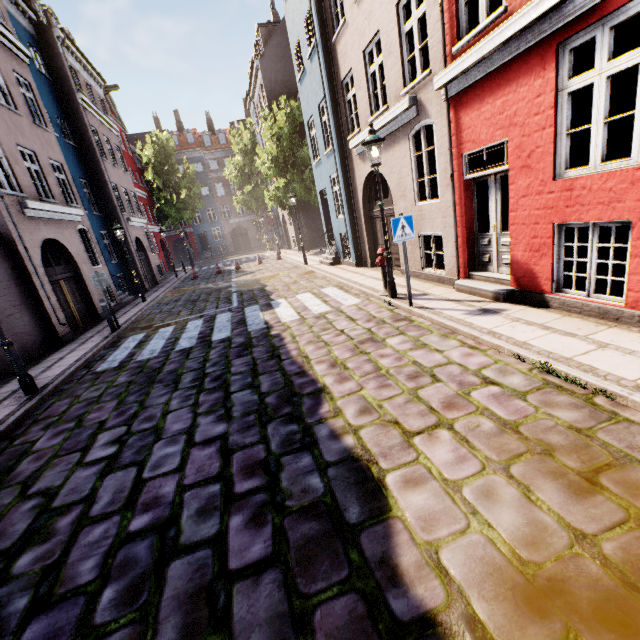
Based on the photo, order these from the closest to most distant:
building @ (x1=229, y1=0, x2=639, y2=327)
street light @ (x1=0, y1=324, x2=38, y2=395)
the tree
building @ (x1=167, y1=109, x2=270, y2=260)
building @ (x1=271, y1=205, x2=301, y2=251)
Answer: building @ (x1=229, y1=0, x2=639, y2=327) → street light @ (x1=0, y1=324, x2=38, y2=395) → the tree → building @ (x1=271, y1=205, x2=301, y2=251) → building @ (x1=167, y1=109, x2=270, y2=260)

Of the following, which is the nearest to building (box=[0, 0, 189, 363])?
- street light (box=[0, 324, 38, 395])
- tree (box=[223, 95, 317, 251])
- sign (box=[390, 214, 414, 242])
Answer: street light (box=[0, 324, 38, 395])

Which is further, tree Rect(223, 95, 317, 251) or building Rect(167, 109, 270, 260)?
building Rect(167, 109, 270, 260)

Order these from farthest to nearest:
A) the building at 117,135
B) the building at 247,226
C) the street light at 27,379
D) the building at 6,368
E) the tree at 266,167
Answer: the building at 247,226 < the tree at 266,167 < the building at 117,135 < the building at 6,368 < the street light at 27,379

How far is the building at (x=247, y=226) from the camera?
42.4m

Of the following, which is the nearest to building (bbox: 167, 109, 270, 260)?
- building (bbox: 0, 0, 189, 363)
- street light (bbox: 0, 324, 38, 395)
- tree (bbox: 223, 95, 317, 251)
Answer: tree (bbox: 223, 95, 317, 251)

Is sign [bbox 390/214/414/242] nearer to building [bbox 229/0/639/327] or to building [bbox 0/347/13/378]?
building [bbox 229/0/639/327]

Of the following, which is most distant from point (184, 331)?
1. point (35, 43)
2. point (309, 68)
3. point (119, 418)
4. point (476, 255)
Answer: point (35, 43)
